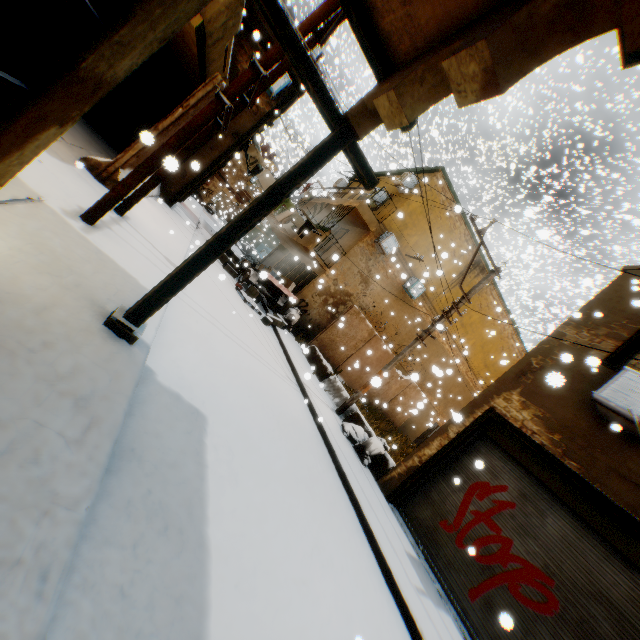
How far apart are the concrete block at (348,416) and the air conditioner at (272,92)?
3.73m

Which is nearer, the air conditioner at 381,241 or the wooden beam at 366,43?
the wooden beam at 366,43

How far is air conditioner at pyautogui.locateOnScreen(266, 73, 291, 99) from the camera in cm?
1166

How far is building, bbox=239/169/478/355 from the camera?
16.05m

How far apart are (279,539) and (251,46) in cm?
1494

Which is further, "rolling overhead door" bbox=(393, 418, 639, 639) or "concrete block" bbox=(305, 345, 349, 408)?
"concrete block" bbox=(305, 345, 349, 408)

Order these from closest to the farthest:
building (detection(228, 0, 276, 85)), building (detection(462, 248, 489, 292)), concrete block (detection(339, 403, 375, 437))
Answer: concrete block (detection(339, 403, 375, 437)) → building (detection(228, 0, 276, 85)) → building (detection(462, 248, 489, 292))
